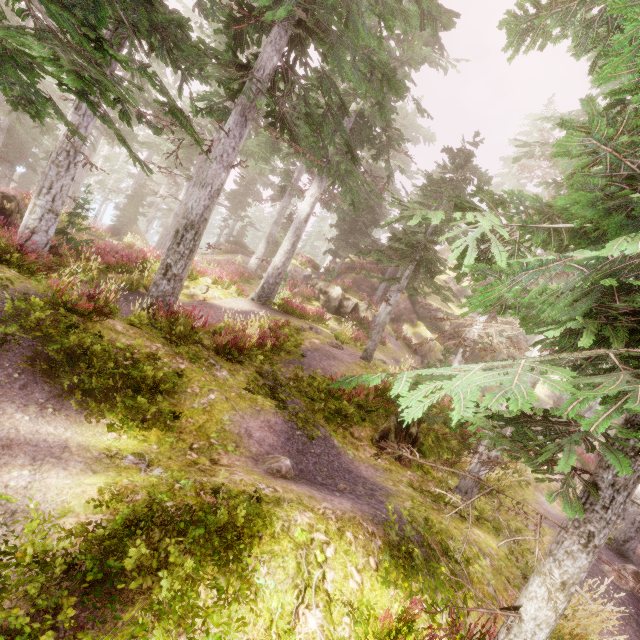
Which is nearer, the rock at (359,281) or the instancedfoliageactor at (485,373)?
the instancedfoliageactor at (485,373)

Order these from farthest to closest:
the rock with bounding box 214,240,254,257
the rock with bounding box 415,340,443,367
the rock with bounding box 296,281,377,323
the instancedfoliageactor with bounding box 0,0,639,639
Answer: the rock with bounding box 214,240,254,257 < the rock with bounding box 415,340,443,367 < the rock with bounding box 296,281,377,323 < the instancedfoliageactor with bounding box 0,0,639,639

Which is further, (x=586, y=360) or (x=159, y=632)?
(x=586, y=360)

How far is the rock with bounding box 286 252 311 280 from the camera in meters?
30.0

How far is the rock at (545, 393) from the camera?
42.38m

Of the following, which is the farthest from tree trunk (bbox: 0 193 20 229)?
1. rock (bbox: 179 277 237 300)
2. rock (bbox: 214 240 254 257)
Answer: rock (bbox: 214 240 254 257)

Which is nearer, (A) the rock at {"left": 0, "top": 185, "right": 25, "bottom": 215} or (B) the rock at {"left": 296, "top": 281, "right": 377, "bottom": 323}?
(A) the rock at {"left": 0, "top": 185, "right": 25, "bottom": 215}

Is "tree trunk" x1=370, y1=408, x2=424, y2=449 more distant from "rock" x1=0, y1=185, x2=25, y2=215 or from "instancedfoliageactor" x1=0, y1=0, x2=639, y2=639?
"rock" x1=0, y1=185, x2=25, y2=215
